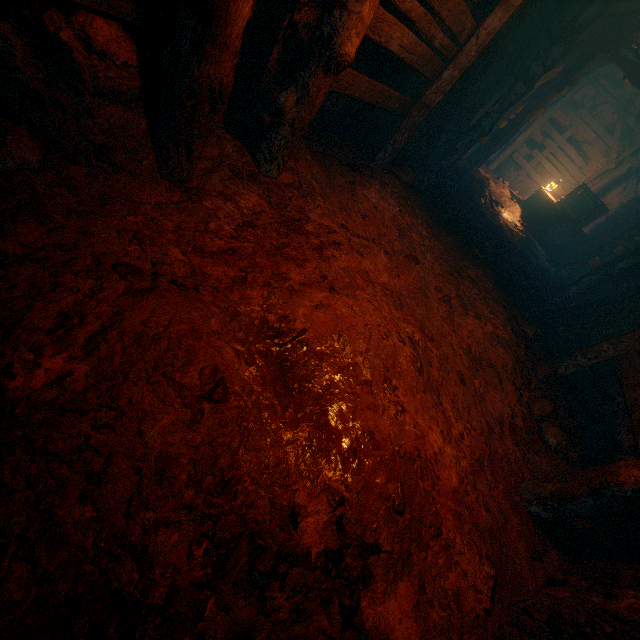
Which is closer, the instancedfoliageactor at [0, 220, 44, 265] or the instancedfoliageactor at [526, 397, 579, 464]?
the instancedfoliageactor at [0, 220, 44, 265]

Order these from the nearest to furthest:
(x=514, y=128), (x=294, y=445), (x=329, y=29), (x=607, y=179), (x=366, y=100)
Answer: (x=294, y=445) → (x=329, y=29) → (x=366, y=100) → (x=514, y=128) → (x=607, y=179)

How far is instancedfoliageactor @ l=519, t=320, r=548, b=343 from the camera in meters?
4.9 m

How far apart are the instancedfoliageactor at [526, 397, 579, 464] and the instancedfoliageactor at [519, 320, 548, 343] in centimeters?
118cm

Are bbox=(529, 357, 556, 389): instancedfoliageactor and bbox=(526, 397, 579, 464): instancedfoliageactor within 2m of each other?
yes

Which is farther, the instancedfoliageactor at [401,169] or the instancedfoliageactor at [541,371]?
the instancedfoliageactor at [401,169]

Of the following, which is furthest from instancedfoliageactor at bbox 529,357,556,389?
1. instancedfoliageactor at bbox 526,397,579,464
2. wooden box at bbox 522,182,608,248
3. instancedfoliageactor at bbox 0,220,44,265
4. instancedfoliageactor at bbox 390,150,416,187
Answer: wooden box at bbox 522,182,608,248

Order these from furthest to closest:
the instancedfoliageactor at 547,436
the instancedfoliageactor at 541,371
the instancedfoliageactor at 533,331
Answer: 1. the instancedfoliageactor at 533,331
2. the instancedfoliageactor at 541,371
3. the instancedfoliageactor at 547,436
